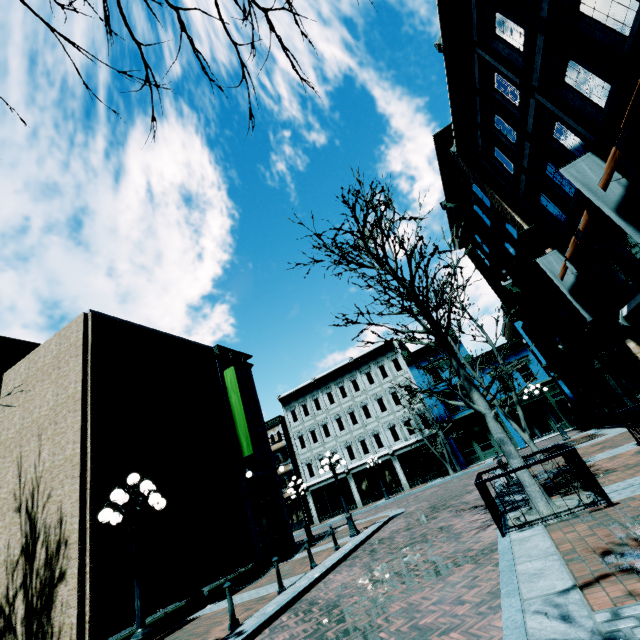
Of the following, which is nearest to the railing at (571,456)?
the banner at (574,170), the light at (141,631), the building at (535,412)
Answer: the banner at (574,170)

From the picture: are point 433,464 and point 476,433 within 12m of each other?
yes

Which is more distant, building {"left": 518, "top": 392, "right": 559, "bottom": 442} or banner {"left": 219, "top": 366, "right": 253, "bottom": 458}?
building {"left": 518, "top": 392, "right": 559, "bottom": 442}

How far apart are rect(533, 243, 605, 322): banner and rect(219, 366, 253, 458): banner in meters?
15.3

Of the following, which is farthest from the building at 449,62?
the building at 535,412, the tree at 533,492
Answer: the tree at 533,492

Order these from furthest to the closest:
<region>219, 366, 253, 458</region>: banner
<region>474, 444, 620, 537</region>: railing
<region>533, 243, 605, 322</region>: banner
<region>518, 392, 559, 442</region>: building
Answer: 1. <region>518, 392, 559, 442</region>: building
2. <region>219, 366, 253, 458</region>: banner
3. <region>533, 243, 605, 322</region>: banner
4. <region>474, 444, 620, 537</region>: railing

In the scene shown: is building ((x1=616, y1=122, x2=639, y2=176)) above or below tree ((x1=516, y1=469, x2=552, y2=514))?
above

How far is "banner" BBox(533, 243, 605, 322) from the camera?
11.1m
